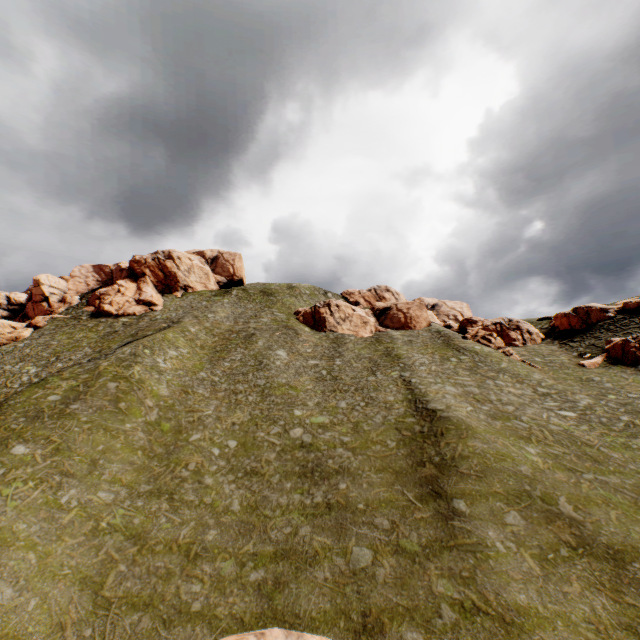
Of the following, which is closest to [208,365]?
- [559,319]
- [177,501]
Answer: [177,501]

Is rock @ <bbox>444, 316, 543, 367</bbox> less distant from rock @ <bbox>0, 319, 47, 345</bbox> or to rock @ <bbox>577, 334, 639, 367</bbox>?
rock @ <bbox>577, 334, 639, 367</bbox>

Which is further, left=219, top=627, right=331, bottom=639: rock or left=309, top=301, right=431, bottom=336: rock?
left=309, top=301, right=431, bottom=336: rock

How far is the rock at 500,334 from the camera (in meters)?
46.34

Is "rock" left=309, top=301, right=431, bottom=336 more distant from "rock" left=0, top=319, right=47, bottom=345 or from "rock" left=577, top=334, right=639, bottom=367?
"rock" left=0, top=319, right=47, bottom=345

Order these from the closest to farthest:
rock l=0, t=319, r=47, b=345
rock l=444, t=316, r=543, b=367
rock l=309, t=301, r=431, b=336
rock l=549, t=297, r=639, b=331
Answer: rock l=444, t=316, r=543, b=367 < rock l=549, t=297, r=639, b=331 < rock l=0, t=319, r=47, b=345 < rock l=309, t=301, r=431, b=336

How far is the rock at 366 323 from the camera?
55.8m
